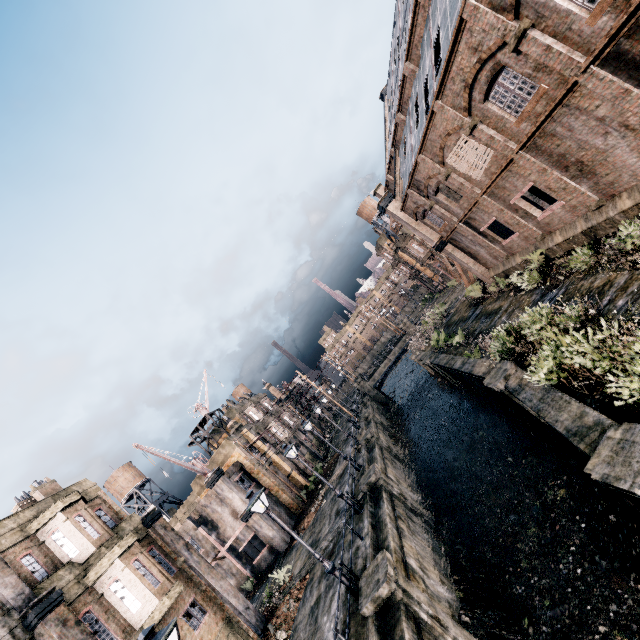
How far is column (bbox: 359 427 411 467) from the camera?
28.42m

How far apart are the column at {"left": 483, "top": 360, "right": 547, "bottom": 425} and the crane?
25.4m

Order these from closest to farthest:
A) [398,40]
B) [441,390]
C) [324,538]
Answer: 1. [324,538]
2. [398,40]
3. [441,390]

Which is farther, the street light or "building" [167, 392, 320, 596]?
"building" [167, 392, 320, 596]

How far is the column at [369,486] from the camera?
19.5 meters

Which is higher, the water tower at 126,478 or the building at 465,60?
the water tower at 126,478

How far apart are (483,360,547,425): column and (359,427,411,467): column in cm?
1484

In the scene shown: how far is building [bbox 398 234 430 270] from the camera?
51.6 meters
